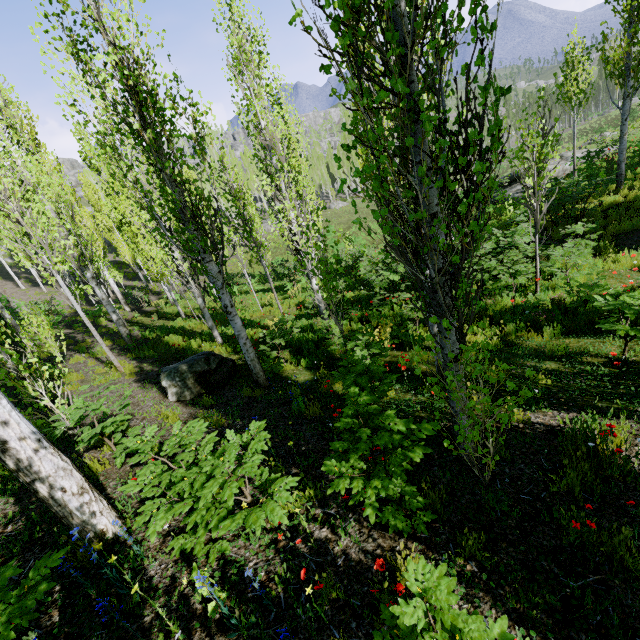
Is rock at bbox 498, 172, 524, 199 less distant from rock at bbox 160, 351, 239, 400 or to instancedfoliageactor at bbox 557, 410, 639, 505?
instancedfoliageactor at bbox 557, 410, 639, 505

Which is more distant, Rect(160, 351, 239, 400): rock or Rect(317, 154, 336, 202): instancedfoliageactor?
Rect(317, 154, 336, 202): instancedfoliageactor

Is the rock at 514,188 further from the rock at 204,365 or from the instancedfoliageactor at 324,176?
the rock at 204,365

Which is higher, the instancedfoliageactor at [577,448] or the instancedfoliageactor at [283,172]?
the instancedfoliageactor at [283,172]

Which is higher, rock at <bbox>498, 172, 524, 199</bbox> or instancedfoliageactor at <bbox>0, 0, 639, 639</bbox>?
instancedfoliageactor at <bbox>0, 0, 639, 639</bbox>

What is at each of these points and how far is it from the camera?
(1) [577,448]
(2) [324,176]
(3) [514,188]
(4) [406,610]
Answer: (1) instancedfoliageactor, 3.4m
(2) instancedfoliageactor, 55.0m
(3) rock, 21.2m
(4) instancedfoliageactor, 1.5m

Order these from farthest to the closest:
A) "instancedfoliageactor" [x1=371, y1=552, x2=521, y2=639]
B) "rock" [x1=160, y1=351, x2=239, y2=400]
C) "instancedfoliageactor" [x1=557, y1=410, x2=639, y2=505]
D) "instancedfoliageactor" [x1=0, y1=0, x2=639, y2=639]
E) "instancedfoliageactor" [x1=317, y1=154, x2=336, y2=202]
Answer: "instancedfoliageactor" [x1=317, y1=154, x2=336, y2=202] < "rock" [x1=160, y1=351, x2=239, y2=400] < "instancedfoliageactor" [x1=557, y1=410, x2=639, y2=505] < "instancedfoliageactor" [x1=0, y1=0, x2=639, y2=639] < "instancedfoliageactor" [x1=371, y1=552, x2=521, y2=639]

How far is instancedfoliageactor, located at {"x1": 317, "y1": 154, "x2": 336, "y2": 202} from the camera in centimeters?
4972cm
